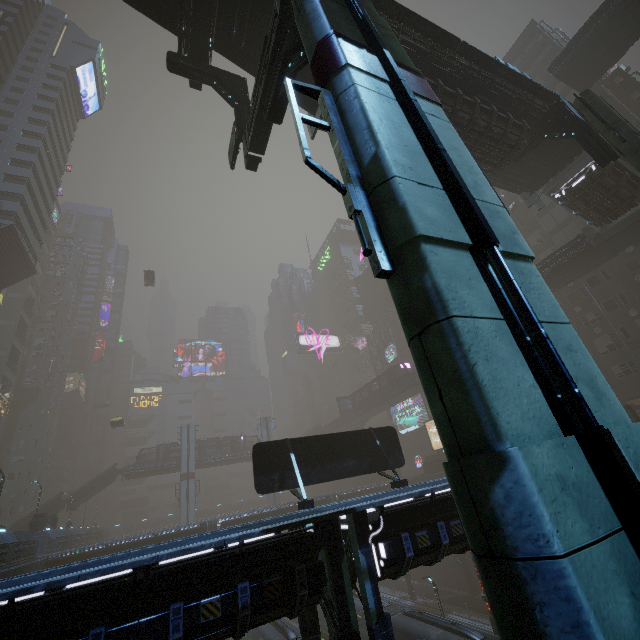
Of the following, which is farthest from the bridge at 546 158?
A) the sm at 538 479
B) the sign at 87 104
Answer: the sign at 87 104

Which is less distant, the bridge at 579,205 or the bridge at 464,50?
the bridge at 464,50

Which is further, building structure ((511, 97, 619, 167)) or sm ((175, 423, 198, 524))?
sm ((175, 423, 198, 524))

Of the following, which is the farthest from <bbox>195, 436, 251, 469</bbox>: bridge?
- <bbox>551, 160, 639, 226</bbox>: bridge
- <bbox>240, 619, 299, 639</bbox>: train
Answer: <bbox>551, 160, 639, 226</bbox>: bridge

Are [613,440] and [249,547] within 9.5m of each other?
yes

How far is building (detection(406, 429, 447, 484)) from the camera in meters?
40.1 m

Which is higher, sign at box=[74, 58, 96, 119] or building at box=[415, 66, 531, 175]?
sign at box=[74, 58, 96, 119]

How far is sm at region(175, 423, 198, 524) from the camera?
50.44m
